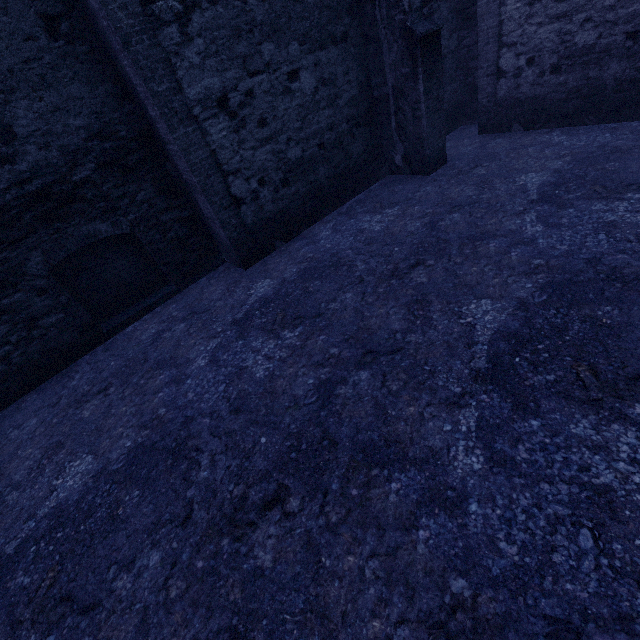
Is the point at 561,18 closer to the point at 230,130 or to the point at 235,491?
the point at 230,130
